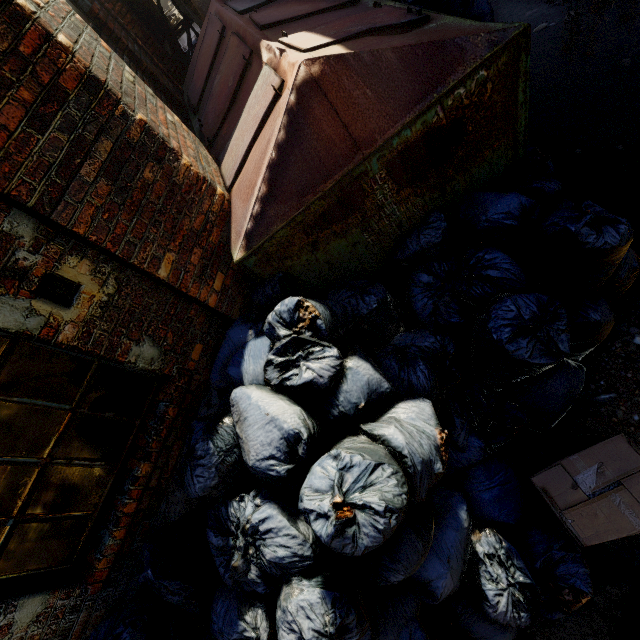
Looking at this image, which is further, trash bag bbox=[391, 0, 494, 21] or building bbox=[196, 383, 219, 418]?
trash bag bbox=[391, 0, 494, 21]

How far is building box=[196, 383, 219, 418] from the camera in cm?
247

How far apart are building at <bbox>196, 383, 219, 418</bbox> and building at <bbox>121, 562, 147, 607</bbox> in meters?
0.1 m

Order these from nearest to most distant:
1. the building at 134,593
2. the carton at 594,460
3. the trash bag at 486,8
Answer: the carton at 594,460 < the building at 134,593 < the trash bag at 486,8

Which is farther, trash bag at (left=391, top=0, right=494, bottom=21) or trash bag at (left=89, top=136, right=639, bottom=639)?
trash bag at (left=391, top=0, right=494, bottom=21)

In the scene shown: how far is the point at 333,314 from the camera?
2.0m

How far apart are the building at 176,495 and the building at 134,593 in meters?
0.1 m

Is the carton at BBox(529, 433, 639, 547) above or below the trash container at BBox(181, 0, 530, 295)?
below
